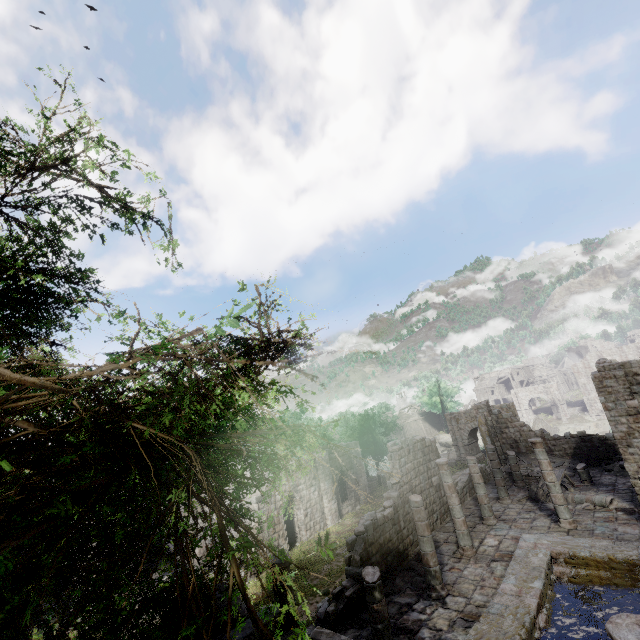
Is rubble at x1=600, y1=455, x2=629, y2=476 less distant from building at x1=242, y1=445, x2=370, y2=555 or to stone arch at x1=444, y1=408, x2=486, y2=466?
building at x1=242, y1=445, x2=370, y2=555

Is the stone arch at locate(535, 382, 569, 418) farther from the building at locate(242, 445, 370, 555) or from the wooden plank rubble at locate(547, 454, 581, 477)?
the wooden plank rubble at locate(547, 454, 581, 477)

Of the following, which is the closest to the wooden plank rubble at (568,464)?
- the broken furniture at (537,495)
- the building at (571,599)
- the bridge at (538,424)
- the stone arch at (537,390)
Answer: the building at (571,599)

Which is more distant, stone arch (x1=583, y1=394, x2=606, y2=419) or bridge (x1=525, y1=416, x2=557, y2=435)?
stone arch (x1=583, y1=394, x2=606, y2=419)

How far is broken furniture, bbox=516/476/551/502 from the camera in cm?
1902

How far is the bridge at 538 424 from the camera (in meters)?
45.84

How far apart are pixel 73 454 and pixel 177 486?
0.7 meters

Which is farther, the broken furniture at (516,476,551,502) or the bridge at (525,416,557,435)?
the bridge at (525,416,557,435)
